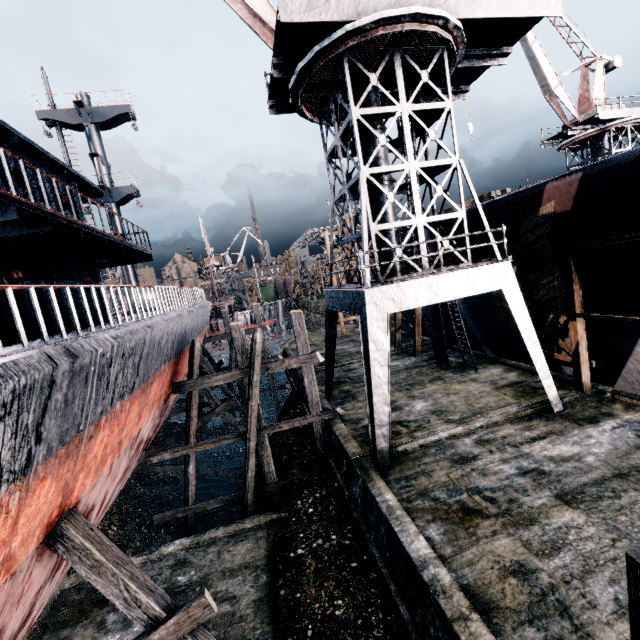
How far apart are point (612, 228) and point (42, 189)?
16.7 meters

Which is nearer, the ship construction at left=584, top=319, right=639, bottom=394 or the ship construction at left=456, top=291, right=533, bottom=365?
the ship construction at left=584, top=319, right=639, bottom=394

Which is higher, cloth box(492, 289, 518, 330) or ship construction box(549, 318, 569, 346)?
cloth box(492, 289, 518, 330)

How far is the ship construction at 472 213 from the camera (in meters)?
15.10

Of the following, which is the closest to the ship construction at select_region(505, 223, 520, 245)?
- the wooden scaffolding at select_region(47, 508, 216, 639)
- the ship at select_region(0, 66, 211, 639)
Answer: the ship at select_region(0, 66, 211, 639)

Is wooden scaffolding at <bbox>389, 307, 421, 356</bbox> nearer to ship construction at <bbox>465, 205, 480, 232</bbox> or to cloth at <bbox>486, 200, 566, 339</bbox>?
ship construction at <bbox>465, 205, 480, 232</bbox>

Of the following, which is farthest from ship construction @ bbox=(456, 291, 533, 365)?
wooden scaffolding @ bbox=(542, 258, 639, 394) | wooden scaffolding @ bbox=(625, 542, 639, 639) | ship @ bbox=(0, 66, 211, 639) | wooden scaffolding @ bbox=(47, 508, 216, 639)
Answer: wooden scaffolding @ bbox=(47, 508, 216, 639)
